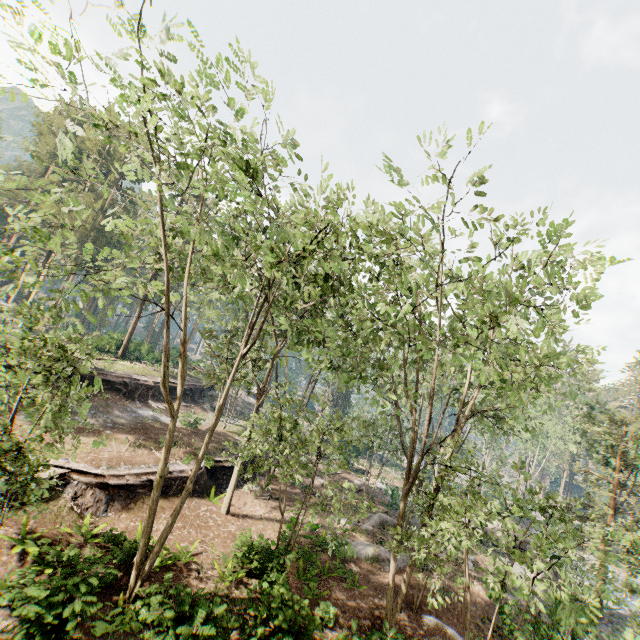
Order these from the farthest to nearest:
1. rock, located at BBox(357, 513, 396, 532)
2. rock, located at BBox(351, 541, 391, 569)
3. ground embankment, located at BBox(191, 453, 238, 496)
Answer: rock, located at BBox(357, 513, 396, 532)
ground embankment, located at BBox(191, 453, 238, 496)
rock, located at BBox(351, 541, 391, 569)

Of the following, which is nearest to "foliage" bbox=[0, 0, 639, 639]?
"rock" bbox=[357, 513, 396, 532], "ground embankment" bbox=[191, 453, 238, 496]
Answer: "ground embankment" bbox=[191, 453, 238, 496]

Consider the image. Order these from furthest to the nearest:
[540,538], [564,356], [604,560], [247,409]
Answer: [247,409], [564,356], [540,538], [604,560]

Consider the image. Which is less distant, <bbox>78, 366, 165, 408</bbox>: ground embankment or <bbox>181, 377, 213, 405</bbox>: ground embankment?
<bbox>78, 366, 165, 408</bbox>: ground embankment

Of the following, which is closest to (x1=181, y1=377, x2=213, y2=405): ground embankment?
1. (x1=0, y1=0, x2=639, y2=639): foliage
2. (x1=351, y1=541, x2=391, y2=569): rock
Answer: (x1=0, y1=0, x2=639, y2=639): foliage

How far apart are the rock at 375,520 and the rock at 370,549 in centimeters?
167cm

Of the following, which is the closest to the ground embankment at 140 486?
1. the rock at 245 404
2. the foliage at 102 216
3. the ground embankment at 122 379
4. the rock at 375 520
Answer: the foliage at 102 216

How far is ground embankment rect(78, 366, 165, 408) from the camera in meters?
26.5 m
